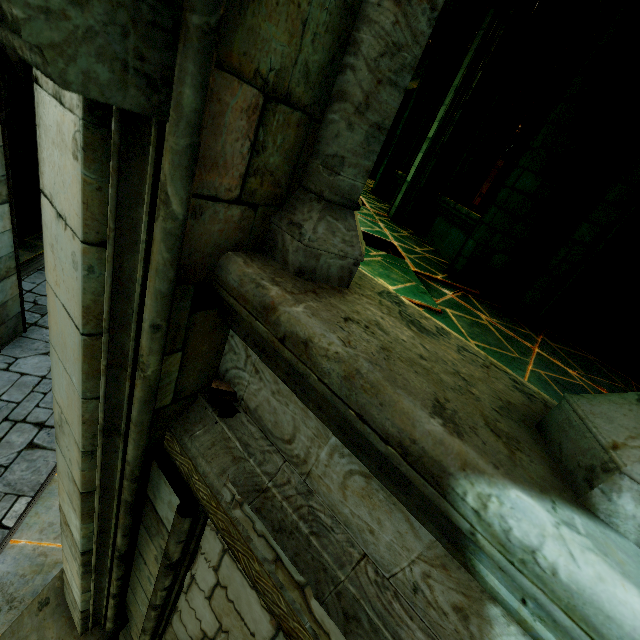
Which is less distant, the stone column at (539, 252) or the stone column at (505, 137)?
the stone column at (539, 252)

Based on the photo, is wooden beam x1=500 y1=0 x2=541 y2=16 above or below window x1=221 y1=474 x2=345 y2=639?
above

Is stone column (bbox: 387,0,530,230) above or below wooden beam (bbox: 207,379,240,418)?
above

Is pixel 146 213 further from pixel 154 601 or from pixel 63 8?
pixel 154 601

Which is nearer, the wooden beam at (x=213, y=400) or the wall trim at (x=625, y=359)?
the wooden beam at (x=213, y=400)

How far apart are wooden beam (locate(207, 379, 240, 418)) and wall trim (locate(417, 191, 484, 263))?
4.8m

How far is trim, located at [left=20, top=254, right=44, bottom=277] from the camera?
10.3 meters

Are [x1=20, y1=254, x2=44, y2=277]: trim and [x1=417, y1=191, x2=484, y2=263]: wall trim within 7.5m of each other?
no
